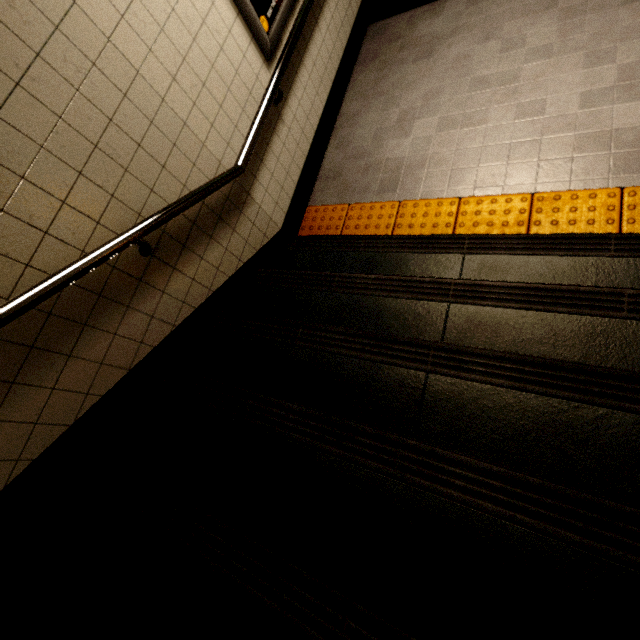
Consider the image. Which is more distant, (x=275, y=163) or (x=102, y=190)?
(x=275, y=163)

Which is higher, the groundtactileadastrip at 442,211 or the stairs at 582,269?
the stairs at 582,269

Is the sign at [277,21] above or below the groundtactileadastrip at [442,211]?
above

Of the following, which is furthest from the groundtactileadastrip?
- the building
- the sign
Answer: the sign

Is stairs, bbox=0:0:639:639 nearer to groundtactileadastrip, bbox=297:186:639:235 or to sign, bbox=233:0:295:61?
groundtactileadastrip, bbox=297:186:639:235

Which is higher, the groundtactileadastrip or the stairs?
the stairs

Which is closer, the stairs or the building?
the stairs

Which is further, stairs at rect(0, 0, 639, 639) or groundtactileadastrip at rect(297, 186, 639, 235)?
groundtactileadastrip at rect(297, 186, 639, 235)
